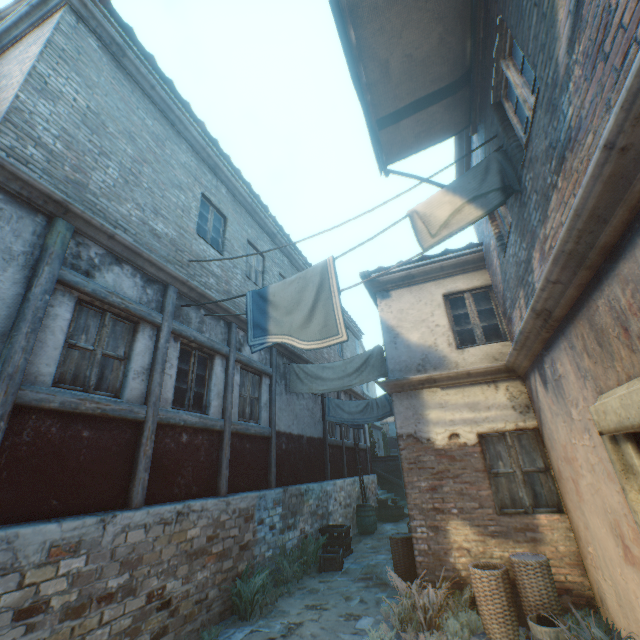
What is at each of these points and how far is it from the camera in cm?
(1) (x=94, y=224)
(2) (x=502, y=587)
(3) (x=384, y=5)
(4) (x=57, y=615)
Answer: (1) building, 486
(2) wicker basket, 445
(3) awning, 370
(4) building, 353

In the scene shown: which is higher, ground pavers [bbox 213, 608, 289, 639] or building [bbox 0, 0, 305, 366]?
building [bbox 0, 0, 305, 366]

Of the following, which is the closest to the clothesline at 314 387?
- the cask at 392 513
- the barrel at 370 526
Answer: the barrel at 370 526

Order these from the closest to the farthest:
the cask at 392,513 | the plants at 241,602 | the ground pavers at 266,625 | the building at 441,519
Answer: the building at 441,519 → the ground pavers at 266,625 → the plants at 241,602 → the cask at 392,513

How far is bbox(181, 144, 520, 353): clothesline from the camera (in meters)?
4.23

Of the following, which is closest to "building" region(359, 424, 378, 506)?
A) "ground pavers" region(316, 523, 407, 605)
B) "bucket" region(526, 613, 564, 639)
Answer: "ground pavers" region(316, 523, 407, 605)

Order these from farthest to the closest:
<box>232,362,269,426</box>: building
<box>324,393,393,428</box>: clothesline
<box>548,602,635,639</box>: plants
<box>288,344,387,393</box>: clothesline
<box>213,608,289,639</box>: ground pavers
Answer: <box>324,393,393,428</box>: clothesline → <box>288,344,387,393</box>: clothesline → <box>232,362,269,426</box>: building → <box>213,608,289,639</box>: ground pavers → <box>548,602,635,639</box>: plants

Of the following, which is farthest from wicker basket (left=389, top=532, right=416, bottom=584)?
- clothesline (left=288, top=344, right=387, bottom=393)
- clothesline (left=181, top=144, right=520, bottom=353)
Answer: clothesline (left=181, top=144, right=520, bottom=353)
